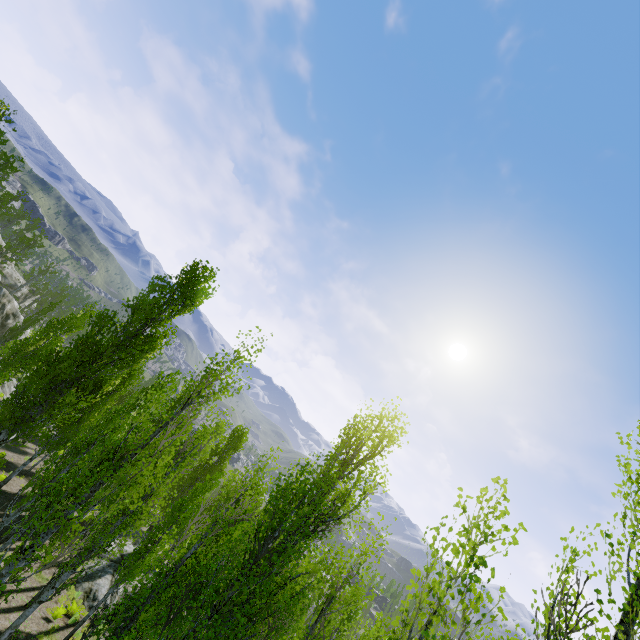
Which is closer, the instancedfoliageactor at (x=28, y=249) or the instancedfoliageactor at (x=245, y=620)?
the instancedfoliageactor at (x=245, y=620)

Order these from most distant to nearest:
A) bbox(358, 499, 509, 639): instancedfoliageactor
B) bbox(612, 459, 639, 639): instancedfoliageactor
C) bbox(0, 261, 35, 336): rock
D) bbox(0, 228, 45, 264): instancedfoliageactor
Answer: bbox(0, 228, 45, 264): instancedfoliageactor → bbox(0, 261, 35, 336): rock → bbox(612, 459, 639, 639): instancedfoliageactor → bbox(358, 499, 509, 639): instancedfoliageactor

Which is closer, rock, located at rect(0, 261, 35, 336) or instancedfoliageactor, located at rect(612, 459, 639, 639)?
instancedfoliageactor, located at rect(612, 459, 639, 639)

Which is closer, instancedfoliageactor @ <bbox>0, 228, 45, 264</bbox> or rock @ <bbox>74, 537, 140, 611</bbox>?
rock @ <bbox>74, 537, 140, 611</bbox>

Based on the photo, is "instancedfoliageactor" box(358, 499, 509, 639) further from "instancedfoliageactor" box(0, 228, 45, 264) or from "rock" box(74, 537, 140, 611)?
"rock" box(74, 537, 140, 611)

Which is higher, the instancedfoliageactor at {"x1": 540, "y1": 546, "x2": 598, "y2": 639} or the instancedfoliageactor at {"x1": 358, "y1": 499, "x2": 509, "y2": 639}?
the instancedfoliageactor at {"x1": 540, "y1": 546, "x2": 598, "y2": 639}

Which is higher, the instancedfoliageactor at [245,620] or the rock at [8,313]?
the instancedfoliageactor at [245,620]

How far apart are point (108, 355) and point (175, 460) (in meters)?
8.68
